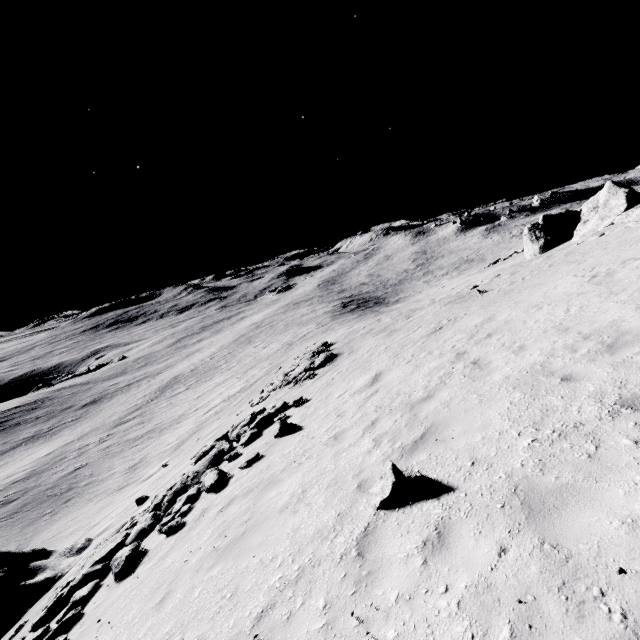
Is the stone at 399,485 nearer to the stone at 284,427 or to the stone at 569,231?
the stone at 284,427

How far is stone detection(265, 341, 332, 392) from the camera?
18.7m

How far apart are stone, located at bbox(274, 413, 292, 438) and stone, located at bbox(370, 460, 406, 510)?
6.0 meters

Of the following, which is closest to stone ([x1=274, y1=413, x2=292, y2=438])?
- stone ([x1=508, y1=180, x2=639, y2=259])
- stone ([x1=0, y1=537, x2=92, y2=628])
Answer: stone ([x1=0, y1=537, x2=92, y2=628])

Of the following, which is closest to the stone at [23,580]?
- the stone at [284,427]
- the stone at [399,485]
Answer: the stone at [284,427]

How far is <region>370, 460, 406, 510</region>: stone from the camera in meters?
4.9

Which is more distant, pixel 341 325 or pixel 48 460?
pixel 341 325

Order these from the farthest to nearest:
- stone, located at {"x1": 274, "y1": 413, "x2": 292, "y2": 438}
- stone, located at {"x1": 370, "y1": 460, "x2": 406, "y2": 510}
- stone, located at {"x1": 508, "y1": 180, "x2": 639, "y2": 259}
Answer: stone, located at {"x1": 508, "y1": 180, "x2": 639, "y2": 259} → stone, located at {"x1": 274, "y1": 413, "x2": 292, "y2": 438} → stone, located at {"x1": 370, "y1": 460, "x2": 406, "y2": 510}
